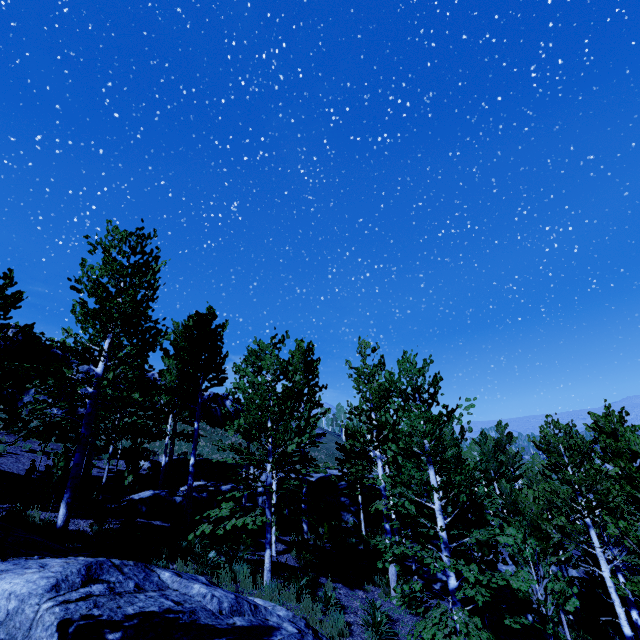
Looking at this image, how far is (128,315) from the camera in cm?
1126

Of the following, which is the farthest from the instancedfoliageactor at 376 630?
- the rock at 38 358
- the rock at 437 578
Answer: the rock at 38 358

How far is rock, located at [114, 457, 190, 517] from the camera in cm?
1316

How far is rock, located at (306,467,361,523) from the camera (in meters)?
21.23

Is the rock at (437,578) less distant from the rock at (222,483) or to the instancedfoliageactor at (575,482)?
the instancedfoliageactor at (575,482)

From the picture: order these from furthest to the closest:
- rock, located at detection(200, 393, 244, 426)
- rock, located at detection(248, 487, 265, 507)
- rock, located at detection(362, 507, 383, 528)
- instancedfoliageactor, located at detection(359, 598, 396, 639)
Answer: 1. rock, located at detection(200, 393, 244, 426)
2. rock, located at detection(362, 507, 383, 528)
3. rock, located at detection(248, 487, 265, 507)
4. instancedfoliageactor, located at detection(359, 598, 396, 639)

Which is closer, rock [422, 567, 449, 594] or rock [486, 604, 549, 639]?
rock [486, 604, 549, 639]
